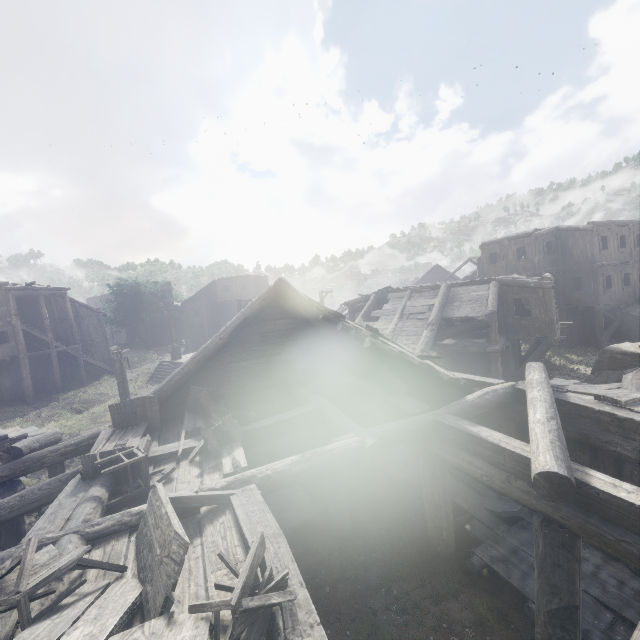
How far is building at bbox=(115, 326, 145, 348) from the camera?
52.3 meters

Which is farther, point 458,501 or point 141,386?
point 141,386

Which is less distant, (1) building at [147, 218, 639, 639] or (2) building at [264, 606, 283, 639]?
(2) building at [264, 606, 283, 639]

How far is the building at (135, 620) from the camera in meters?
2.8

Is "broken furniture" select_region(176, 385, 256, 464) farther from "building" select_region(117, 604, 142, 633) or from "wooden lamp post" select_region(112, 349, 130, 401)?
"wooden lamp post" select_region(112, 349, 130, 401)

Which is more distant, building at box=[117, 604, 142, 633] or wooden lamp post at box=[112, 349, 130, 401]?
wooden lamp post at box=[112, 349, 130, 401]

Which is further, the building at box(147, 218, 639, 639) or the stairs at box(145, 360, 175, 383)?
the stairs at box(145, 360, 175, 383)

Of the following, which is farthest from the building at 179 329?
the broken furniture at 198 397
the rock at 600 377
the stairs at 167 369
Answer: the stairs at 167 369
